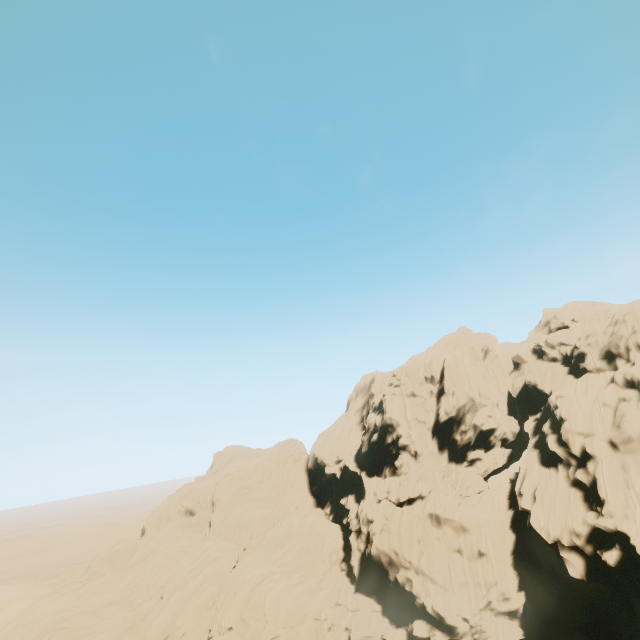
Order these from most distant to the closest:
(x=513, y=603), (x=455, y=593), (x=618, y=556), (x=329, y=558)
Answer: (x=329, y=558), (x=455, y=593), (x=513, y=603), (x=618, y=556)
